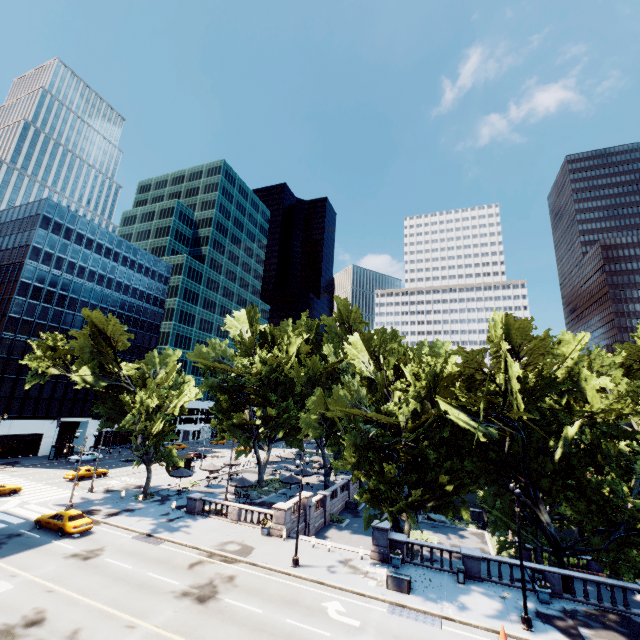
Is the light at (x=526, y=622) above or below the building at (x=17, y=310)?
below

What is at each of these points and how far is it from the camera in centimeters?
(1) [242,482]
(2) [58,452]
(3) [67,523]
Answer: (1) umbrella, 3662cm
(2) bus stop, 5453cm
(3) vehicle, 2608cm

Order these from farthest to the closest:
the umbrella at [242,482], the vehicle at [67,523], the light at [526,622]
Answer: the umbrella at [242,482]
the vehicle at [67,523]
the light at [526,622]

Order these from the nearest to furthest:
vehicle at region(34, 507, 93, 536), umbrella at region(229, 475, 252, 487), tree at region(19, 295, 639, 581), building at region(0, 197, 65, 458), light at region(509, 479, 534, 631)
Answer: light at region(509, 479, 534, 631)
tree at region(19, 295, 639, 581)
vehicle at region(34, 507, 93, 536)
umbrella at region(229, 475, 252, 487)
building at region(0, 197, 65, 458)

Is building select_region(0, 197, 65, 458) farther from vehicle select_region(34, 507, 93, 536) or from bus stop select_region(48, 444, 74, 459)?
vehicle select_region(34, 507, 93, 536)

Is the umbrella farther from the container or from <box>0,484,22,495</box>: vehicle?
<box>0,484,22,495</box>: vehicle

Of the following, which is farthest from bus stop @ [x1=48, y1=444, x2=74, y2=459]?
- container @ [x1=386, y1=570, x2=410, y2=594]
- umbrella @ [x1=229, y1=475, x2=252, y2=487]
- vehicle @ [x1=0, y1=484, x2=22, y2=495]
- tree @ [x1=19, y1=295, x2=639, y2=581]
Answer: container @ [x1=386, y1=570, x2=410, y2=594]

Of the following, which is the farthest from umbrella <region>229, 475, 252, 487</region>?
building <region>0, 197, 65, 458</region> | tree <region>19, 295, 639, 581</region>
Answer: building <region>0, 197, 65, 458</region>
